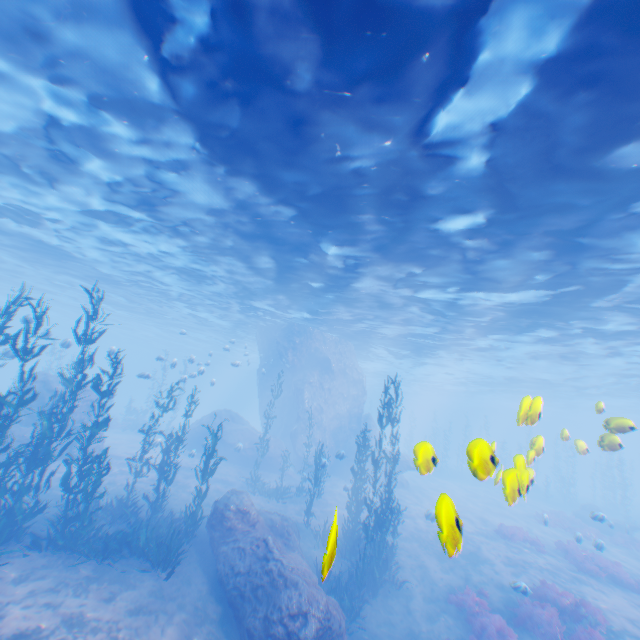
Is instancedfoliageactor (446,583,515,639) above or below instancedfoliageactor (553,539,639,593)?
below

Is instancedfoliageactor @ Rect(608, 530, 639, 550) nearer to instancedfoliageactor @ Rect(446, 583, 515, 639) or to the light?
the light

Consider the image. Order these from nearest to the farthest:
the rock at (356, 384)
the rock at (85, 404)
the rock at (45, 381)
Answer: the rock at (45, 381) → the rock at (85, 404) → the rock at (356, 384)

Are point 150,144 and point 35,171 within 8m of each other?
yes

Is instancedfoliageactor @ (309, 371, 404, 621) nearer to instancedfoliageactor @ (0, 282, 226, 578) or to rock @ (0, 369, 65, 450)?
rock @ (0, 369, 65, 450)

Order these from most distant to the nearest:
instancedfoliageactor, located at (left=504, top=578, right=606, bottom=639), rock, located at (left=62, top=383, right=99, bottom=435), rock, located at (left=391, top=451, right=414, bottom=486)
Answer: rock, located at (left=391, top=451, right=414, bottom=486), rock, located at (left=62, top=383, right=99, bottom=435), instancedfoliageactor, located at (left=504, top=578, right=606, bottom=639)

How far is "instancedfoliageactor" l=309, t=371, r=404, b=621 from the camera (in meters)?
12.19

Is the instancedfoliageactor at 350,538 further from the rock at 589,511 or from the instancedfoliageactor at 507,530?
the instancedfoliageactor at 507,530
